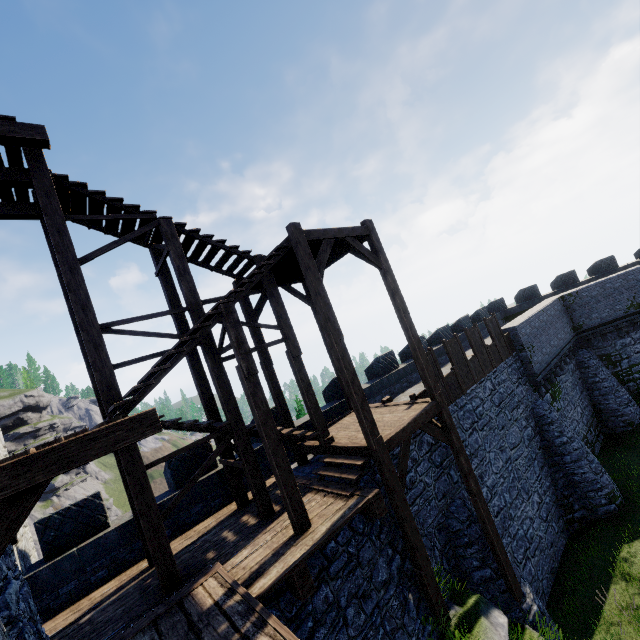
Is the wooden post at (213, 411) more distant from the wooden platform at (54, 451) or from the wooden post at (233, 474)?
the wooden platform at (54, 451)

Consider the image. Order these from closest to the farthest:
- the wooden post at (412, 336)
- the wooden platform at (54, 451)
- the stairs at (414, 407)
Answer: the wooden platform at (54, 451) → the stairs at (414, 407) → the wooden post at (412, 336)

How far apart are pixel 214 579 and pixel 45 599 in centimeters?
451cm

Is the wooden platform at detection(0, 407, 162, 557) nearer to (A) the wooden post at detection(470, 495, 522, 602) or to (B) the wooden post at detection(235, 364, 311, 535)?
(B) the wooden post at detection(235, 364, 311, 535)

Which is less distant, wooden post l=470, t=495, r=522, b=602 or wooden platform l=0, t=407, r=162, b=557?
wooden platform l=0, t=407, r=162, b=557

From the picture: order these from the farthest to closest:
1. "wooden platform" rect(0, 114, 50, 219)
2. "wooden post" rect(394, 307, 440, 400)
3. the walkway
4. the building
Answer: "wooden post" rect(394, 307, 440, 400)
the building
"wooden platform" rect(0, 114, 50, 219)
the walkway

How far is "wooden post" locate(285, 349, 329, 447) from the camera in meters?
9.4 m

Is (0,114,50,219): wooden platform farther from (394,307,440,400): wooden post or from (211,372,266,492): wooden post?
(394,307,440,400): wooden post
